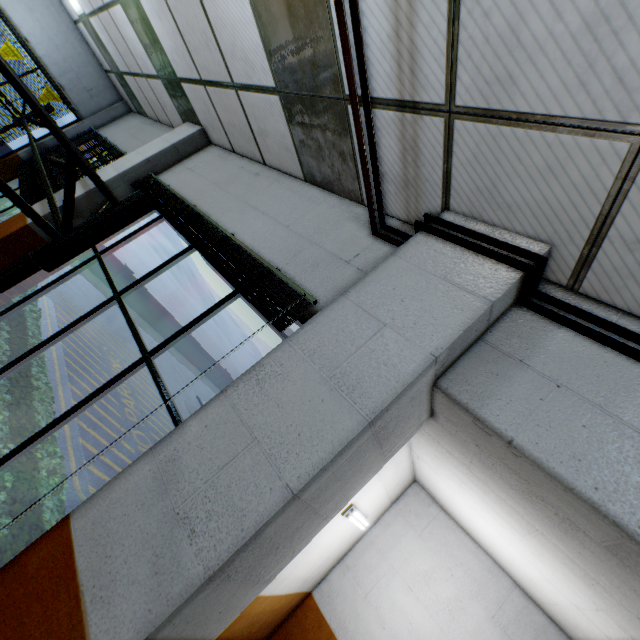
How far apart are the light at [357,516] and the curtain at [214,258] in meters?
1.8

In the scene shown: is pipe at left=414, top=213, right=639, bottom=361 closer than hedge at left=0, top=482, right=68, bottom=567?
Yes

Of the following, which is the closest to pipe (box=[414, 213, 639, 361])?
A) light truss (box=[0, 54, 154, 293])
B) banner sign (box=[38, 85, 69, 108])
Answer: light truss (box=[0, 54, 154, 293])

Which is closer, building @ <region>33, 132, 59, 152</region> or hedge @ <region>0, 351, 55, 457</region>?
hedge @ <region>0, 351, 55, 457</region>

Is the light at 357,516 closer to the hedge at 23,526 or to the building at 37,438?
the building at 37,438

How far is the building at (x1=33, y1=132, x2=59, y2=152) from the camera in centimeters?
757cm

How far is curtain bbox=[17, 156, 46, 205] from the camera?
5.3 meters

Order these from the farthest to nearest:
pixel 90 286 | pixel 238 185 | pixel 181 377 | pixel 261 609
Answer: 1. pixel 181 377
2. pixel 90 286
3. pixel 238 185
4. pixel 261 609
